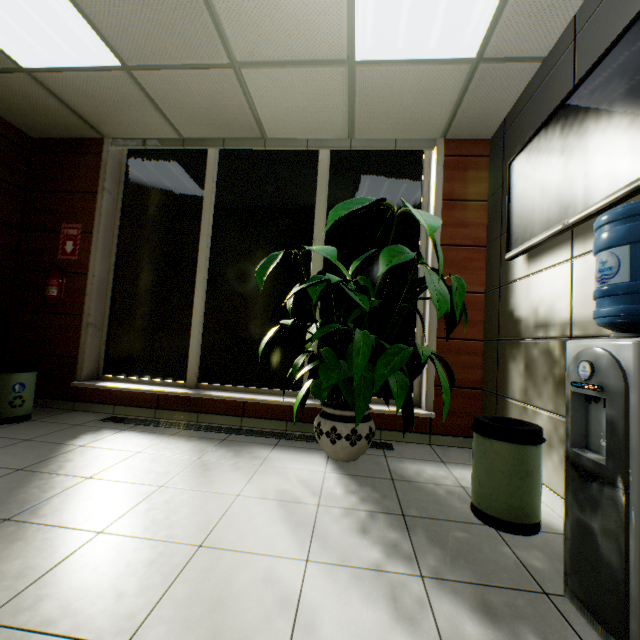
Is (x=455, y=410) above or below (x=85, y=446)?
above

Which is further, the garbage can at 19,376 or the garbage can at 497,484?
the garbage can at 19,376

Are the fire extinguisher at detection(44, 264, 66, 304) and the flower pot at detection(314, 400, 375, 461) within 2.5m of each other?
no

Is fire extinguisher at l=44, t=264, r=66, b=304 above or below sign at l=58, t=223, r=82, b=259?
below

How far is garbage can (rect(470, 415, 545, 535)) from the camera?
1.8m

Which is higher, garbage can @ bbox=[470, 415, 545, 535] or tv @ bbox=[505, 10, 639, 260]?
tv @ bbox=[505, 10, 639, 260]

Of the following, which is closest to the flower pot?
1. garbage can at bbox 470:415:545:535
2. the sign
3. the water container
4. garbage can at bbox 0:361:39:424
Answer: garbage can at bbox 470:415:545:535

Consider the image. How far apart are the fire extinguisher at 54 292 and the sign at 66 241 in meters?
0.2
